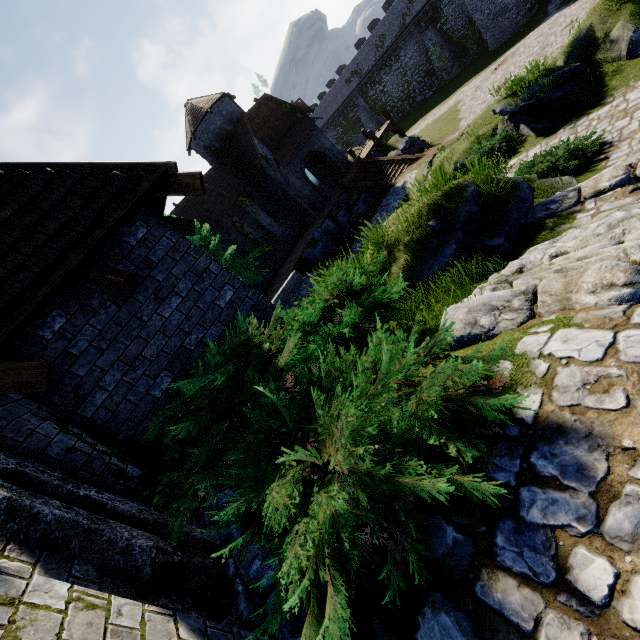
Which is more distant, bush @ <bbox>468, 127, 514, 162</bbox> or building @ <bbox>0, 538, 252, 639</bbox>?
bush @ <bbox>468, 127, 514, 162</bbox>

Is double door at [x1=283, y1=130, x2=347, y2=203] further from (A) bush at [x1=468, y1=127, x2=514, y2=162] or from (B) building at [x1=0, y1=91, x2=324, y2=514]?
(B) building at [x1=0, y1=91, x2=324, y2=514]

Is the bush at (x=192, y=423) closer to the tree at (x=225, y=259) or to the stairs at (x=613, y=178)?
the stairs at (x=613, y=178)

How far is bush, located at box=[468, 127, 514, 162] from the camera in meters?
12.9

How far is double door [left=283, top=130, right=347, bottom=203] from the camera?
26.5m

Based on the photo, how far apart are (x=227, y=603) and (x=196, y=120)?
32.53m

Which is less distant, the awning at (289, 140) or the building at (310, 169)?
the awning at (289, 140)

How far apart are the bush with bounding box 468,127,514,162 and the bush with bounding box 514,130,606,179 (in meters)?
3.27
